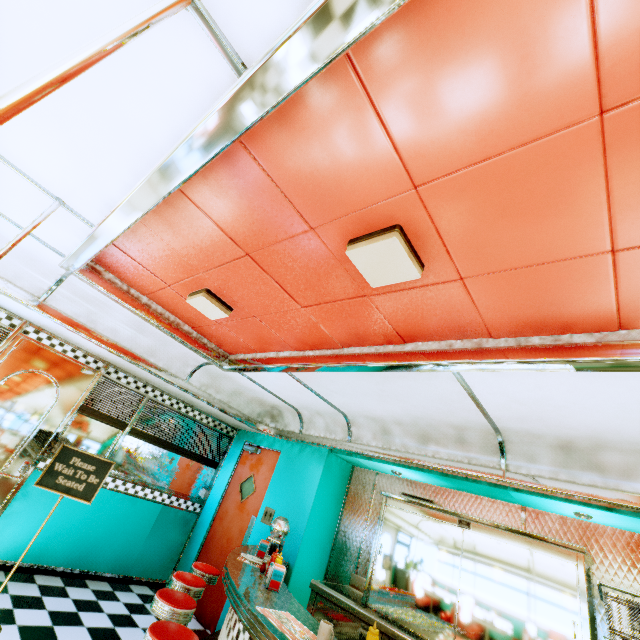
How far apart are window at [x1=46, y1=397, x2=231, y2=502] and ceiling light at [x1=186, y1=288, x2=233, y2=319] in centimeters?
288cm

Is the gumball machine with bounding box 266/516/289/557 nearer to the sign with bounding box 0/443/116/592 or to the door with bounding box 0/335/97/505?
the sign with bounding box 0/443/116/592

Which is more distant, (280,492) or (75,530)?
(280,492)

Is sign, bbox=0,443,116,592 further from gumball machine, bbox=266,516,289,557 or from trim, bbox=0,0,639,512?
gumball machine, bbox=266,516,289,557

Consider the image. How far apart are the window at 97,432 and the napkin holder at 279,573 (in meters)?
3.42

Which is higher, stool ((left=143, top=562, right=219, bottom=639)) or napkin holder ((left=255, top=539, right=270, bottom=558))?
napkin holder ((left=255, top=539, right=270, bottom=558))

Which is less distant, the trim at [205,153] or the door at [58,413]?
the trim at [205,153]

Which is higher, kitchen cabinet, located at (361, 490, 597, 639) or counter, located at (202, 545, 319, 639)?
kitchen cabinet, located at (361, 490, 597, 639)
